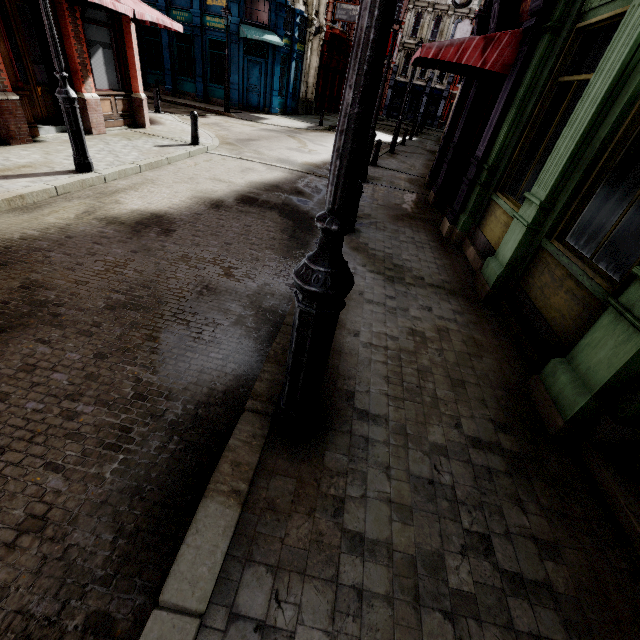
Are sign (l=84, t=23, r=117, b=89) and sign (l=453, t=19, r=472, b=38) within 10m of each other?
no

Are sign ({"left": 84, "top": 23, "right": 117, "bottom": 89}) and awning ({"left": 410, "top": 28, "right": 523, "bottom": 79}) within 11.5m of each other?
yes

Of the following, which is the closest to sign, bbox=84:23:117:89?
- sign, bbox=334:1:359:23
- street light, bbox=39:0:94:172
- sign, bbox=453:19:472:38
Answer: street light, bbox=39:0:94:172

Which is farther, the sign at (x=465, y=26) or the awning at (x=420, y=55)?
the sign at (x=465, y=26)

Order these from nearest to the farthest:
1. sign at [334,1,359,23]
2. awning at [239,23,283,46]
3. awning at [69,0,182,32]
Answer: awning at [69,0,182,32]
awning at [239,23,283,46]
sign at [334,1,359,23]

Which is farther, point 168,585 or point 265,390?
point 265,390

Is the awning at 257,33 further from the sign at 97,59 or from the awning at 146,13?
the sign at 97,59

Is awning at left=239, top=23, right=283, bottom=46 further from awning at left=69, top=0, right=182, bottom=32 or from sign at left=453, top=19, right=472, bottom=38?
sign at left=453, top=19, right=472, bottom=38
